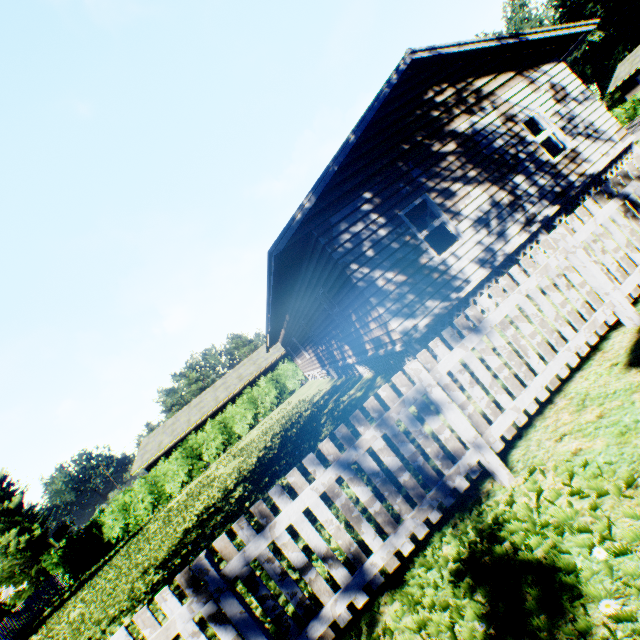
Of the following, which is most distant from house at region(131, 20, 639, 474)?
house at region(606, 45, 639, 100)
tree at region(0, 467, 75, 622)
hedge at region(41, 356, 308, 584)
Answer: house at region(606, 45, 639, 100)

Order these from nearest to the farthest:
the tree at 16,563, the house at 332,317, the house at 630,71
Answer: the house at 332,317 → the tree at 16,563 → the house at 630,71

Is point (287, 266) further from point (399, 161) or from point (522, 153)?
point (522, 153)

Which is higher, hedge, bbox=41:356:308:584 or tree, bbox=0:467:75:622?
tree, bbox=0:467:75:622

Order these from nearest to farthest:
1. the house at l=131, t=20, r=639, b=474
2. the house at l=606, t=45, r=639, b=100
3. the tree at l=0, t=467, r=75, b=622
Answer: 1. the house at l=131, t=20, r=639, b=474
2. the tree at l=0, t=467, r=75, b=622
3. the house at l=606, t=45, r=639, b=100

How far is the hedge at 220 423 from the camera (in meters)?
23.17

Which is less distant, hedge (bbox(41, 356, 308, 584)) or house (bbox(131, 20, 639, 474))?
house (bbox(131, 20, 639, 474))

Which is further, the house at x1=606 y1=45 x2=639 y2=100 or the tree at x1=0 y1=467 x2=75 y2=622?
the house at x1=606 y1=45 x2=639 y2=100
